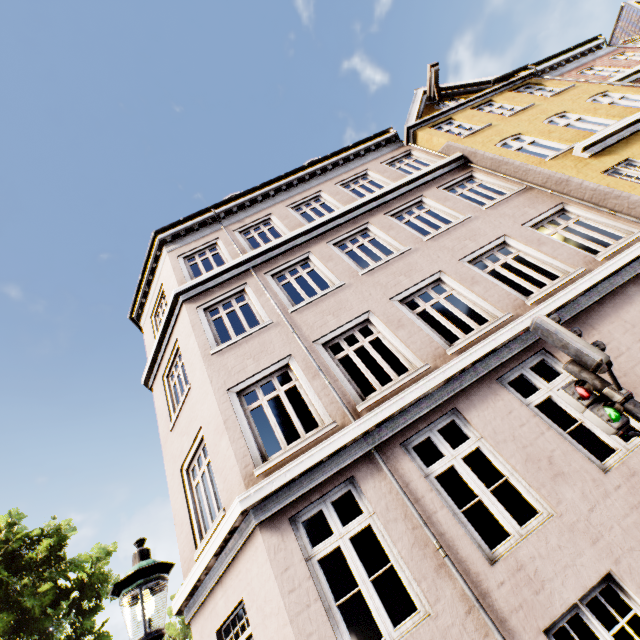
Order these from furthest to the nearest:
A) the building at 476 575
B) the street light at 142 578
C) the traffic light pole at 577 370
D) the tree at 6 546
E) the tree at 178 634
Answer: the tree at 178 634, the tree at 6 546, the building at 476 575, the traffic light pole at 577 370, the street light at 142 578

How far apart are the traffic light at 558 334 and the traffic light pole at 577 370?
0.0m

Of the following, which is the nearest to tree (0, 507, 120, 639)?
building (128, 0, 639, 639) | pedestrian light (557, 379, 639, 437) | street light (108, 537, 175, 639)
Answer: building (128, 0, 639, 639)

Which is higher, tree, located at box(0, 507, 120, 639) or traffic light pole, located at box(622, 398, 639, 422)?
tree, located at box(0, 507, 120, 639)

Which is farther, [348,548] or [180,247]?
[180,247]

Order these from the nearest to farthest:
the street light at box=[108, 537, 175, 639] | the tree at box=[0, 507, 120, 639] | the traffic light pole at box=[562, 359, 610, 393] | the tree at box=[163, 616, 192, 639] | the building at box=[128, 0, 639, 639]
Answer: the street light at box=[108, 537, 175, 639] < the traffic light pole at box=[562, 359, 610, 393] < the building at box=[128, 0, 639, 639] < the tree at box=[0, 507, 120, 639] < the tree at box=[163, 616, 192, 639]

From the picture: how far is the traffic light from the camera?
3.11m

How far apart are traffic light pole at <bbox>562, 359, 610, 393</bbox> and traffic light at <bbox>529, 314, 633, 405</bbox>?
0.0m
